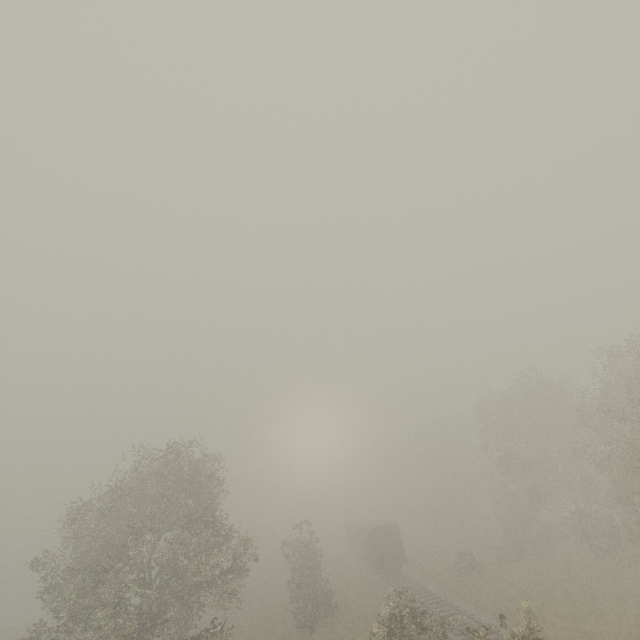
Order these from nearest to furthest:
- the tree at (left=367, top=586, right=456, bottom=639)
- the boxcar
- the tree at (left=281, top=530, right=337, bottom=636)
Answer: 1. the tree at (left=367, top=586, right=456, bottom=639)
2. the tree at (left=281, top=530, right=337, bottom=636)
3. the boxcar

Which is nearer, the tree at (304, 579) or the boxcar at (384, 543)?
the tree at (304, 579)

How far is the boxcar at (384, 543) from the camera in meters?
34.9

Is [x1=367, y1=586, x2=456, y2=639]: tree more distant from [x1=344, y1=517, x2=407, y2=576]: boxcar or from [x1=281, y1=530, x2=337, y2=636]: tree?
[x1=344, y1=517, x2=407, y2=576]: boxcar

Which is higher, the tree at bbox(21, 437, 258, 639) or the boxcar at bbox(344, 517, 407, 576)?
the tree at bbox(21, 437, 258, 639)

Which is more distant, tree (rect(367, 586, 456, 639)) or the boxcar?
the boxcar

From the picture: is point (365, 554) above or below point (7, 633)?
above
